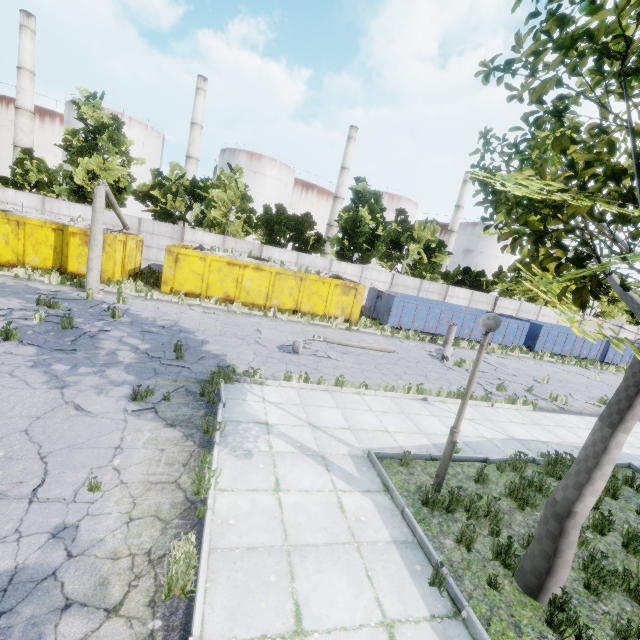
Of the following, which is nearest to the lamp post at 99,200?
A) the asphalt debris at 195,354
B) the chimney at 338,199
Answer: the asphalt debris at 195,354

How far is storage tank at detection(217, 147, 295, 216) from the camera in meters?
50.4

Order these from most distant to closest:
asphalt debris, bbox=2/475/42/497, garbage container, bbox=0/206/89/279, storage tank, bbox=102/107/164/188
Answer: storage tank, bbox=102/107/164/188
garbage container, bbox=0/206/89/279
asphalt debris, bbox=2/475/42/497

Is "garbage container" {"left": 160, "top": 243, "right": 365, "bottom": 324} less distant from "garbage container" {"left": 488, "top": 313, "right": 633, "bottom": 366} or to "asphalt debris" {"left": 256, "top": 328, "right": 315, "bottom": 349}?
"asphalt debris" {"left": 256, "top": 328, "right": 315, "bottom": 349}

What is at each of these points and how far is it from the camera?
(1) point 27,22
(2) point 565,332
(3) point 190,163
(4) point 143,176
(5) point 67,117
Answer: (1) chimney, 40.34m
(2) garbage container, 25.56m
(3) chimney, 48.88m
(4) storage tank, 49.53m
(5) storage tank, 45.28m

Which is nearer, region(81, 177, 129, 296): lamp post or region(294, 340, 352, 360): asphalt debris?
region(294, 340, 352, 360): asphalt debris

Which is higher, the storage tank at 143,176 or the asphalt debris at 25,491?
the storage tank at 143,176

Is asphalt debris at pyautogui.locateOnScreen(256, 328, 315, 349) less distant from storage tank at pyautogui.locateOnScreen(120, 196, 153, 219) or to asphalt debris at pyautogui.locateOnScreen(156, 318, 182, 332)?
asphalt debris at pyautogui.locateOnScreen(156, 318, 182, 332)
